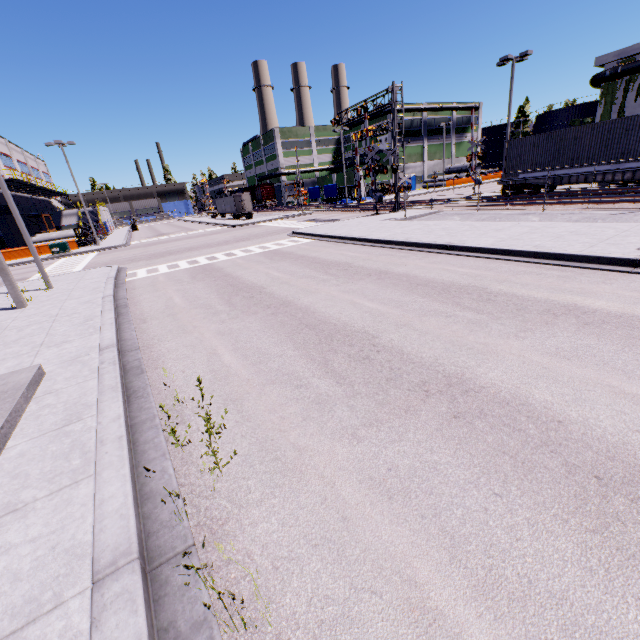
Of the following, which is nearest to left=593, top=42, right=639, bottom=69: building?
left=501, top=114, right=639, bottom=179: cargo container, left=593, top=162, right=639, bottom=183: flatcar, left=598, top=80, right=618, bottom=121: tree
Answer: left=598, top=80, right=618, bottom=121: tree

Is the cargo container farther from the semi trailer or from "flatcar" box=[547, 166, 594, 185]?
the semi trailer

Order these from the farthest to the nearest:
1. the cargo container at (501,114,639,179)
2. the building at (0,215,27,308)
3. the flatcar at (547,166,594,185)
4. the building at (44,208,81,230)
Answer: the building at (44,208,81,230)
the flatcar at (547,166,594,185)
the cargo container at (501,114,639,179)
the building at (0,215,27,308)

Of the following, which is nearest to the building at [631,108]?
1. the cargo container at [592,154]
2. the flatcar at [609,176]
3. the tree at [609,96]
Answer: the tree at [609,96]

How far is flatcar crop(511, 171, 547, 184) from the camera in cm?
2193

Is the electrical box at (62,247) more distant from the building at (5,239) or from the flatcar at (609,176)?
the flatcar at (609,176)

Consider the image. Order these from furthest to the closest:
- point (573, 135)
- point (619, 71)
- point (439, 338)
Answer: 1. point (619, 71)
2. point (573, 135)
3. point (439, 338)

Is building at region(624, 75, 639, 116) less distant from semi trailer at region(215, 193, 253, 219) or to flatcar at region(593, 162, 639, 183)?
semi trailer at region(215, 193, 253, 219)
